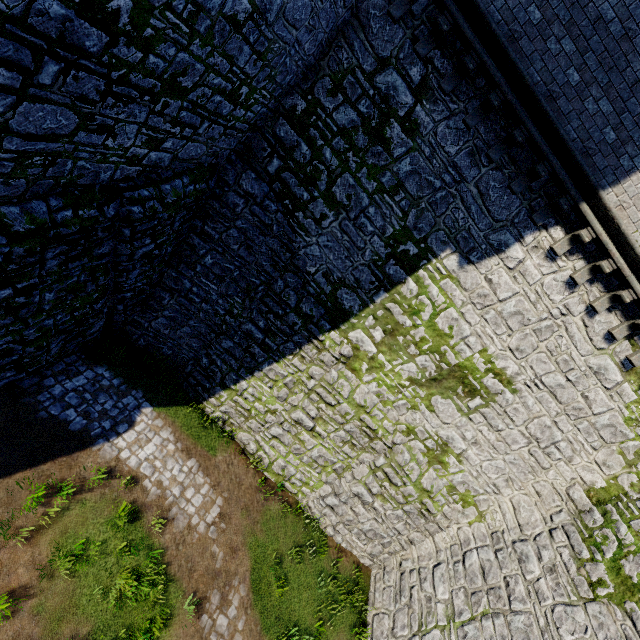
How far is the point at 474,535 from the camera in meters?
11.8
